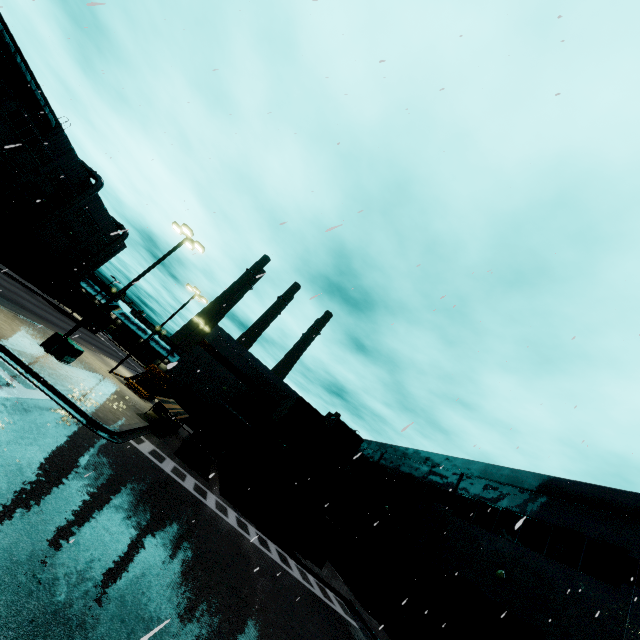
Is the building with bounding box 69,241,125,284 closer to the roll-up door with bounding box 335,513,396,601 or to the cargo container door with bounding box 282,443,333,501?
the roll-up door with bounding box 335,513,396,601

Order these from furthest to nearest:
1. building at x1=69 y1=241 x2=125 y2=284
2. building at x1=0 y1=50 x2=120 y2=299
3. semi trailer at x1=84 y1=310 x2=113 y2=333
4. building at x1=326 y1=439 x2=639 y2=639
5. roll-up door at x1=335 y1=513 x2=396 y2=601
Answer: building at x1=69 y1=241 x2=125 y2=284
semi trailer at x1=84 y1=310 x2=113 y2=333
building at x1=0 y1=50 x2=120 y2=299
roll-up door at x1=335 y1=513 x2=396 y2=601
building at x1=326 y1=439 x2=639 y2=639

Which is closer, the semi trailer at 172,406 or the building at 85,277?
the semi trailer at 172,406

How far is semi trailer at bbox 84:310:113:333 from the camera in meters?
54.2

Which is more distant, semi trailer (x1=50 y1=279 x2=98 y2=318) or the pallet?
semi trailer (x1=50 y1=279 x2=98 y2=318)

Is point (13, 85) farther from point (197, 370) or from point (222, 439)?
point (222, 439)

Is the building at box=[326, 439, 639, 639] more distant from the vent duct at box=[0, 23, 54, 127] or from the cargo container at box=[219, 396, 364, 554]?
the cargo container at box=[219, 396, 364, 554]

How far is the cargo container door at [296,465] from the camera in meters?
19.9 m
